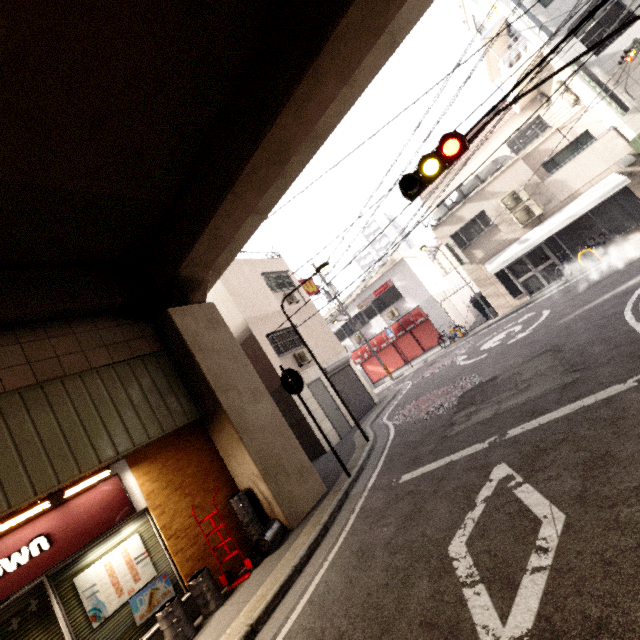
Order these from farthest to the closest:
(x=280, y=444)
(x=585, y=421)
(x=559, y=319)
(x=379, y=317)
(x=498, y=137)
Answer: (x=379, y=317) → (x=498, y=137) → (x=559, y=319) → (x=280, y=444) → (x=585, y=421)

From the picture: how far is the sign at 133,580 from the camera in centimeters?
482cm

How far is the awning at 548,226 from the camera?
13.3m

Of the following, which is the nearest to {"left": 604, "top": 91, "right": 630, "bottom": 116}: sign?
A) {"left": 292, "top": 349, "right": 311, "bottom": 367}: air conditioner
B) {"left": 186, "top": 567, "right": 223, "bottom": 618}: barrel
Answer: {"left": 292, "top": 349, "right": 311, "bottom": 367}: air conditioner

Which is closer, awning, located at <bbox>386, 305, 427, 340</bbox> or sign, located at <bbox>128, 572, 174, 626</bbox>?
sign, located at <bbox>128, 572, 174, 626</bbox>

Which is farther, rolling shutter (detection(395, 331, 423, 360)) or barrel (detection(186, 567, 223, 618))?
rolling shutter (detection(395, 331, 423, 360))

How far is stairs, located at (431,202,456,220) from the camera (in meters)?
17.48

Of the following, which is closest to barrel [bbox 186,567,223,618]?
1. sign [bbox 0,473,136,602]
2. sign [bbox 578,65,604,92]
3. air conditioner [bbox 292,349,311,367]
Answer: sign [bbox 0,473,136,602]
